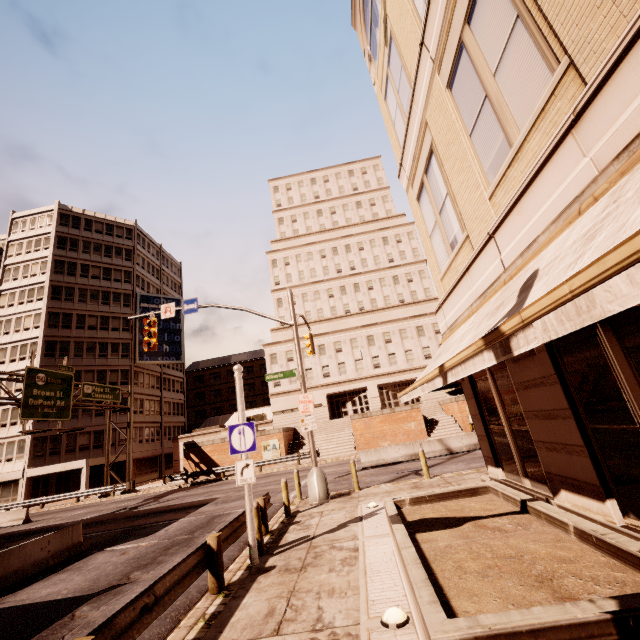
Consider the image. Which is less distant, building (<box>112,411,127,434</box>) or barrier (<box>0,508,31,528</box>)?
barrier (<box>0,508,31,528</box>)

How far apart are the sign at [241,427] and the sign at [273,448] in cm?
2525

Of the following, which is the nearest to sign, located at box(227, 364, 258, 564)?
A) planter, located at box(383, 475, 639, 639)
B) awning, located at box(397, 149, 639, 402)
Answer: planter, located at box(383, 475, 639, 639)

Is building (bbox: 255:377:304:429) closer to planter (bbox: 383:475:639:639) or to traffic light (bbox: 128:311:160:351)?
traffic light (bbox: 128:311:160:351)

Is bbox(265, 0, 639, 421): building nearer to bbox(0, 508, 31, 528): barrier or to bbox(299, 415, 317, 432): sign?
bbox(0, 508, 31, 528): barrier

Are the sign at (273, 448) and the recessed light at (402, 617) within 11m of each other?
no

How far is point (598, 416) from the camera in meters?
4.2 m

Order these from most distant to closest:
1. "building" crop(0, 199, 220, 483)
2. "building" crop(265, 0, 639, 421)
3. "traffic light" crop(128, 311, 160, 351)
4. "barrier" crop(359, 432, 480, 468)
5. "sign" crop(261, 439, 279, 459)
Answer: "building" crop(0, 199, 220, 483), "sign" crop(261, 439, 279, 459), "barrier" crop(359, 432, 480, 468), "traffic light" crop(128, 311, 160, 351), "building" crop(265, 0, 639, 421)
